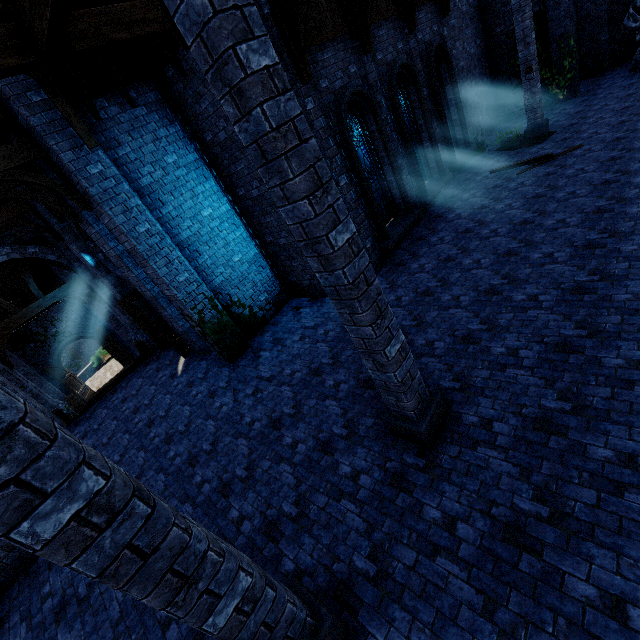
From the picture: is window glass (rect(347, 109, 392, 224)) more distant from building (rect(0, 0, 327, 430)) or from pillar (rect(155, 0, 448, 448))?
pillar (rect(155, 0, 448, 448))

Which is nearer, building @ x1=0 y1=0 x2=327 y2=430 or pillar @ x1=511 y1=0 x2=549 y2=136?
building @ x1=0 y1=0 x2=327 y2=430

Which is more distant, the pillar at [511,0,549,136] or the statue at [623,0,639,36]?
the statue at [623,0,639,36]

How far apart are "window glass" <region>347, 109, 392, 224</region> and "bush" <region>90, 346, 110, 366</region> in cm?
2839

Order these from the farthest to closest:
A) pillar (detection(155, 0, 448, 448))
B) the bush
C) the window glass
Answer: the bush
the window glass
pillar (detection(155, 0, 448, 448))

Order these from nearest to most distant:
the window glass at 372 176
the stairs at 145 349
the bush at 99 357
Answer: the window glass at 372 176, the stairs at 145 349, the bush at 99 357

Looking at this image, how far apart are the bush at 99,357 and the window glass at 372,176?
28.4 meters

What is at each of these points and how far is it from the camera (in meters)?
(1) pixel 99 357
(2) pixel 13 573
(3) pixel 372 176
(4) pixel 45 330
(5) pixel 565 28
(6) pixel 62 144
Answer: (1) bush, 29.14
(2) building, 6.73
(3) window glass, 10.36
(4) double door, 20.64
(5) building, 13.42
(6) building, 6.76
